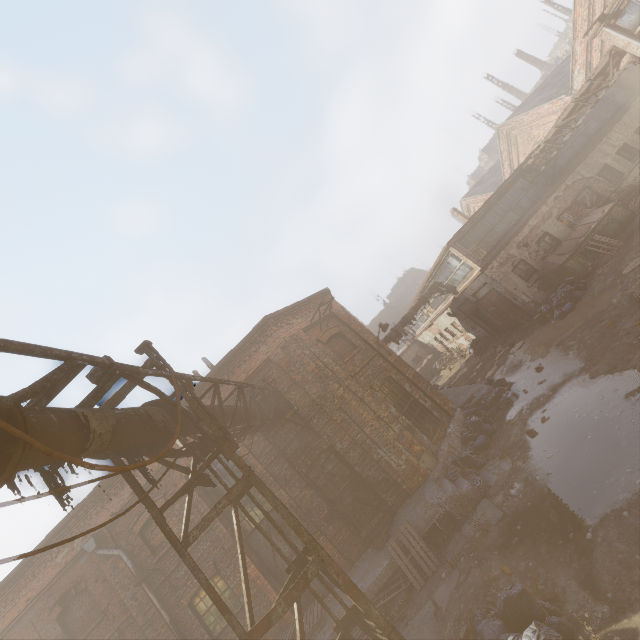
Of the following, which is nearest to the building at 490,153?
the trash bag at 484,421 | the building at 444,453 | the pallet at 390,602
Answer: the building at 444,453

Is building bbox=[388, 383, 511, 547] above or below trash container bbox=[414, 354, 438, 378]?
below

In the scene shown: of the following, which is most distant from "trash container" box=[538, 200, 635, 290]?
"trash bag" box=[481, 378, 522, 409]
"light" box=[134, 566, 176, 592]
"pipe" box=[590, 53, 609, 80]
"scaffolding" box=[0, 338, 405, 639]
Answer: "light" box=[134, 566, 176, 592]

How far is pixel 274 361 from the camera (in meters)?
11.37

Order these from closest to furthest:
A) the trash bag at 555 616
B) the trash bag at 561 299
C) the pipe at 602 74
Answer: the trash bag at 555 616, the pipe at 602 74, the trash bag at 561 299

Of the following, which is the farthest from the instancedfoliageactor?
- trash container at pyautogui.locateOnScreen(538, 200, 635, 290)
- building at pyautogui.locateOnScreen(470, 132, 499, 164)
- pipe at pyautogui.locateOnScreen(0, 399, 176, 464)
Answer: building at pyautogui.locateOnScreen(470, 132, 499, 164)

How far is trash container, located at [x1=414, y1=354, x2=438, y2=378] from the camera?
32.75m

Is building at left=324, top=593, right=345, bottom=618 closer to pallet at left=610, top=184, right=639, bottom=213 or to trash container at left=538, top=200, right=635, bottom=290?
trash container at left=538, top=200, right=635, bottom=290
